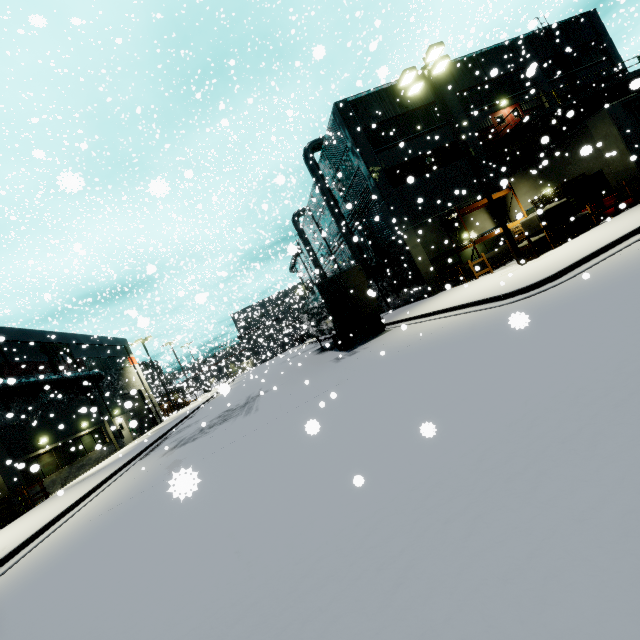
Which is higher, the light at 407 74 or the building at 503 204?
the light at 407 74

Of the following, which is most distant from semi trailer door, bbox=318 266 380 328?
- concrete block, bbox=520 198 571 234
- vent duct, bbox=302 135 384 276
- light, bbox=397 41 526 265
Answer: concrete block, bbox=520 198 571 234

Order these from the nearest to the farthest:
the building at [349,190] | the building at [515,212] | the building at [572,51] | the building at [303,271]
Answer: the building at [515,212]
the building at [349,190]
the building at [572,51]
the building at [303,271]

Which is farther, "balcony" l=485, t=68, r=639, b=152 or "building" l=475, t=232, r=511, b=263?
"building" l=475, t=232, r=511, b=263

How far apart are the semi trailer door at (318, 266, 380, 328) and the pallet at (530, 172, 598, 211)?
11.64m

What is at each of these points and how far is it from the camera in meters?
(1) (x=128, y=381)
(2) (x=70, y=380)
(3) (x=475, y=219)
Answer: (1) building, 34.6
(2) pipe, 23.2
(3) building, 23.1

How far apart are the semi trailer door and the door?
18.7 meters

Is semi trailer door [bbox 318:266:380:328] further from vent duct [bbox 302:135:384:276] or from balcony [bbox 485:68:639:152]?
balcony [bbox 485:68:639:152]
